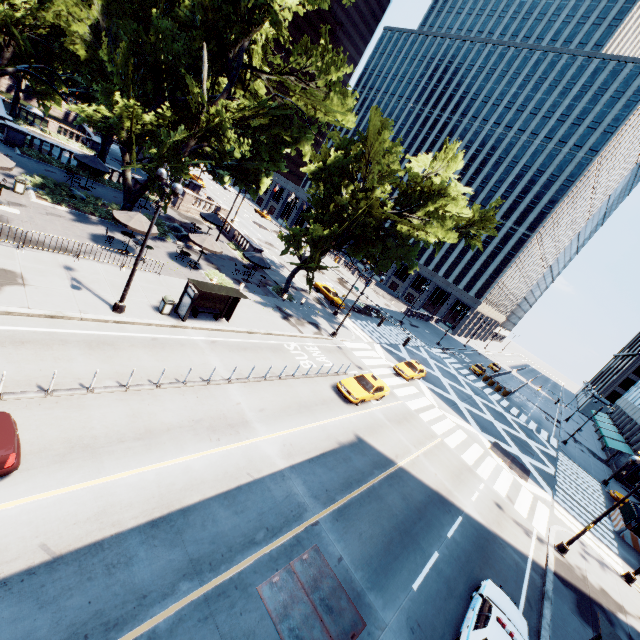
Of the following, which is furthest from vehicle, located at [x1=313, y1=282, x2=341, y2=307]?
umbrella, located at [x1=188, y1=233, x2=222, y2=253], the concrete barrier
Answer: the concrete barrier

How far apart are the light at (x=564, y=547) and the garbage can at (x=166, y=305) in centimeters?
2657cm

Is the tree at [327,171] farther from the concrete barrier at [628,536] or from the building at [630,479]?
the building at [630,479]

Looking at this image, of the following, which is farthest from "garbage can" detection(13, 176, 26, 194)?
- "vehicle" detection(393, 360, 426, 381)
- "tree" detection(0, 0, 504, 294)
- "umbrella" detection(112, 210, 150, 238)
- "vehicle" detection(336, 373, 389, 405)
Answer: "vehicle" detection(393, 360, 426, 381)

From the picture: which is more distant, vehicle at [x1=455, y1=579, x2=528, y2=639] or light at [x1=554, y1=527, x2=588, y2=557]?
light at [x1=554, y1=527, x2=588, y2=557]

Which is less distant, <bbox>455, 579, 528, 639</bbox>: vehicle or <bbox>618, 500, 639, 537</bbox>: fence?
<bbox>455, 579, 528, 639</bbox>: vehicle

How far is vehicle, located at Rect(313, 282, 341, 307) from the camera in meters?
39.7

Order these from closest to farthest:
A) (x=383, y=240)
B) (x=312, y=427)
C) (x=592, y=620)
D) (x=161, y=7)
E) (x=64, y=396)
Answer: (x=64, y=396) → (x=592, y=620) → (x=312, y=427) → (x=161, y=7) → (x=383, y=240)
